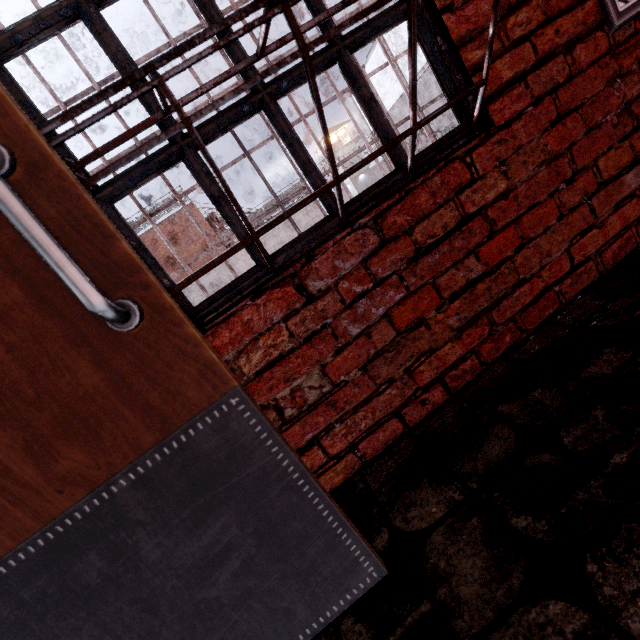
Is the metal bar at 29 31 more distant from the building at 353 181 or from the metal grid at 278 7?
the building at 353 181

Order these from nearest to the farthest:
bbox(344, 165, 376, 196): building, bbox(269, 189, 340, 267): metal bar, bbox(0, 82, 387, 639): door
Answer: bbox(0, 82, 387, 639): door → bbox(269, 189, 340, 267): metal bar → bbox(344, 165, 376, 196): building

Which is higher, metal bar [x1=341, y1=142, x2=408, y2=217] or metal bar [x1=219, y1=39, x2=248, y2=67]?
metal bar [x1=219, y1=39, x2=248, y2=67]

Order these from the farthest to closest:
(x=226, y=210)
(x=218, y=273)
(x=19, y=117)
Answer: (x=218, y=273) < (x=226, y=210) < (x=19, y=117)

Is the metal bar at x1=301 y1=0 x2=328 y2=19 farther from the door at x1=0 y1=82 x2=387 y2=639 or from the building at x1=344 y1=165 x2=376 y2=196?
the building at x1=344 y1=165 x2=376 y2=196

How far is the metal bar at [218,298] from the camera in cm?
111

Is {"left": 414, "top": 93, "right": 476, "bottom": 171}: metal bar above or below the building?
below
